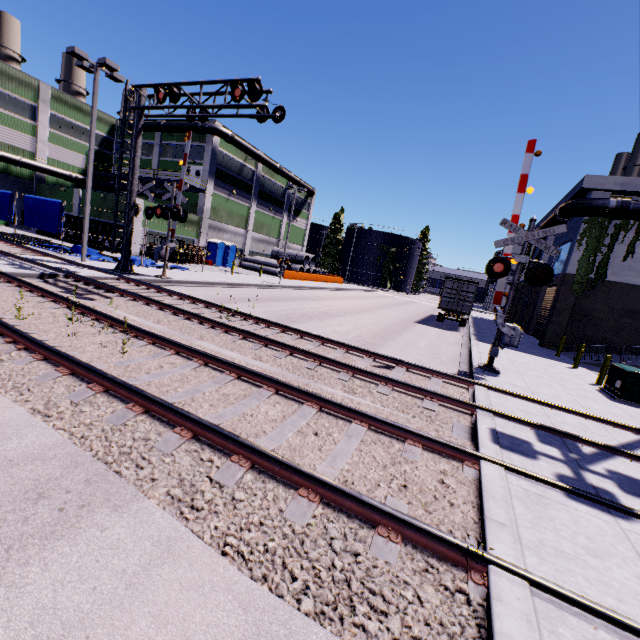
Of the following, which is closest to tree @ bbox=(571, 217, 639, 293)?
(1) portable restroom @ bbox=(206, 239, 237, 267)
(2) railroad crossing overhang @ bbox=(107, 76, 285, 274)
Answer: (2) railroad crossing overhang @ bbox=(107, 76, 285, 274)

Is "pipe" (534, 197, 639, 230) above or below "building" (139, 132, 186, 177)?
below

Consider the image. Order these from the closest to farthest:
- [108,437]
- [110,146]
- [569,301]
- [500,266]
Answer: [108,437], [500,266], [569,301], [110,146]

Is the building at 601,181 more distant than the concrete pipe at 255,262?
No

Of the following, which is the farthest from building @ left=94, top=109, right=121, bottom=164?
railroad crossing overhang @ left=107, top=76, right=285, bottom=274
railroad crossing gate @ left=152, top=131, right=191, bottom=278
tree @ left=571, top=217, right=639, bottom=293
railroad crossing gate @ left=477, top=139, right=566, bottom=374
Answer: railroad crossing overhang @ left=107, top=76, right=285, bottom=274

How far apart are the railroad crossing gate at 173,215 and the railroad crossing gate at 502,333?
13.6m

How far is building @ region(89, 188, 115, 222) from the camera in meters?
29.7 m

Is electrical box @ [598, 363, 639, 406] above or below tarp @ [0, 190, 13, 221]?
below
